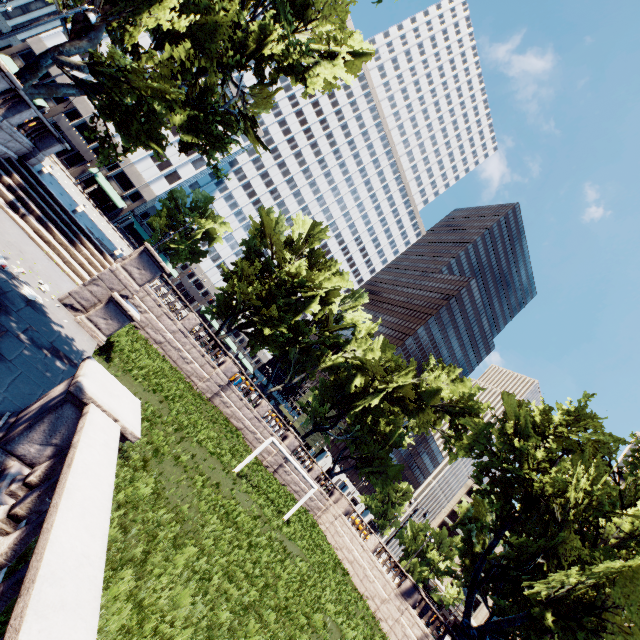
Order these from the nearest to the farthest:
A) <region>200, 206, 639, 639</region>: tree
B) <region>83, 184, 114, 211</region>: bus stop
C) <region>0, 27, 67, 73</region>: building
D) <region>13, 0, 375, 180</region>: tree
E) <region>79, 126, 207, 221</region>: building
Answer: <region>13, 0, 375, 180</region>: tree
<region>200, 206, 639, 639</region>: tree
<region>0, 27, 67, 73</region>: building
<region>83, 184, 114, 211</region>: bus stop
<region>79, 126, 207, 221</region>: building

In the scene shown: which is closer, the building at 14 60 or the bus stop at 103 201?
the building at 14 60

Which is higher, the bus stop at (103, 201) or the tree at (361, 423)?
the tree at (361, 423)

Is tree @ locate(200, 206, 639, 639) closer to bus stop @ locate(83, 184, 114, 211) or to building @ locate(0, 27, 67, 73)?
building @ locate(0, 27, 67, 73)

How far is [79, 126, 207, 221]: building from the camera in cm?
5346

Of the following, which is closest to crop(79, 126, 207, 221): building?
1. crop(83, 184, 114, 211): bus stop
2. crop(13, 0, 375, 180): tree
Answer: crop(13, 0, 375, 180): tree

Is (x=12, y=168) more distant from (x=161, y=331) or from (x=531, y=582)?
(x=531, y=582)
